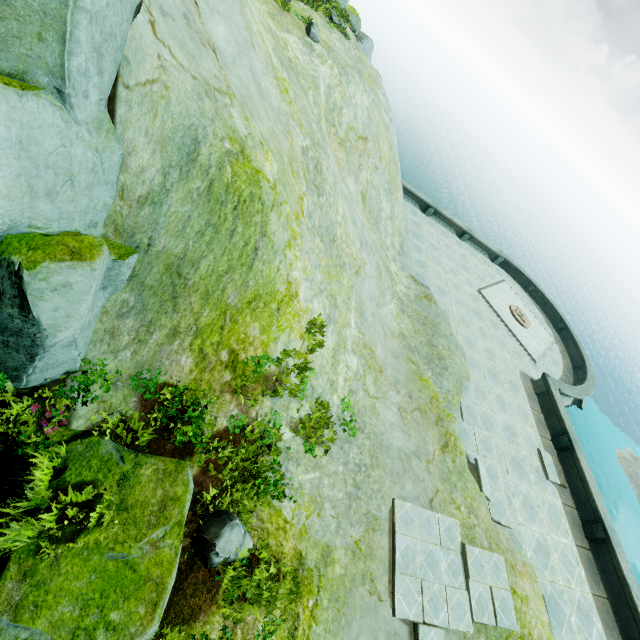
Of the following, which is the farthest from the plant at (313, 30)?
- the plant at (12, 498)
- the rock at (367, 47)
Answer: the plant at (12, 498)

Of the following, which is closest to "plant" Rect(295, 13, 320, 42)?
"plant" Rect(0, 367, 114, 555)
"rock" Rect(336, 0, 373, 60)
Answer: "rock" Rect(336, 0, 373, 60)

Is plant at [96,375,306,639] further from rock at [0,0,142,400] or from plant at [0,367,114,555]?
plant at [0,367,114,555]

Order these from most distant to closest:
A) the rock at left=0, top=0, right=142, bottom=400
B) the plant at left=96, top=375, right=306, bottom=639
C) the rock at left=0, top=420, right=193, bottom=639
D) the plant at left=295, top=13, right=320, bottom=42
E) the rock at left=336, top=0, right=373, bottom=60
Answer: the rock at left=336, top=0, right=373, bottom=60 → the plant at left=295, top=13, right=320, bottom=42 → the plant at left=96, top=375, right=306, bottom=639 → the rock at left=0, top=420, right=193, bottom=639 → the rock at left=0, top=0, right=142, bottom=400

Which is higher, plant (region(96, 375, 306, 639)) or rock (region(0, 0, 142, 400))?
rock (region(0, 0, 142, 400))

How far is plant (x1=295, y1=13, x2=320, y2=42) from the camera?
11.81m

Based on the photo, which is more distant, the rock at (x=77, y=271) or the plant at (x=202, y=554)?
the plant at (x=202, y=554)

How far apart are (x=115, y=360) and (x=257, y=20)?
8.2m
